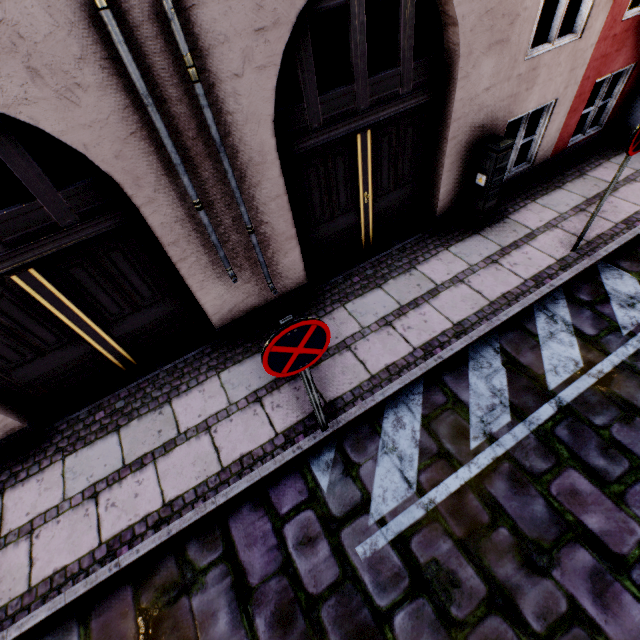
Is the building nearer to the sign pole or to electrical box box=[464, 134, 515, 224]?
electrical box box=[464, 134, 515, 224]

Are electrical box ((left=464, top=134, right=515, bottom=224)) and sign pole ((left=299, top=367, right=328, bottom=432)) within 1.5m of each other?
no

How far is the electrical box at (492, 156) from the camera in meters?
4.5

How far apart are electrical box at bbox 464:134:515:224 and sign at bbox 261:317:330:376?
4.0 meters

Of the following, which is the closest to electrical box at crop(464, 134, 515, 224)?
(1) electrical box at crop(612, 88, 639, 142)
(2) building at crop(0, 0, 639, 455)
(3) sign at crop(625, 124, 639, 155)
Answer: (2) building at crop(0, 0, 639, 455)

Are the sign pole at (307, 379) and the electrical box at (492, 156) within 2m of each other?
no

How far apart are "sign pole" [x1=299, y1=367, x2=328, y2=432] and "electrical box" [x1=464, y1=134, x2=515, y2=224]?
4.2 meters

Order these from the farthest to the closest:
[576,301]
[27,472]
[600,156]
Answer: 1. [600,156]
2. [576,301]
3. [27,472]
